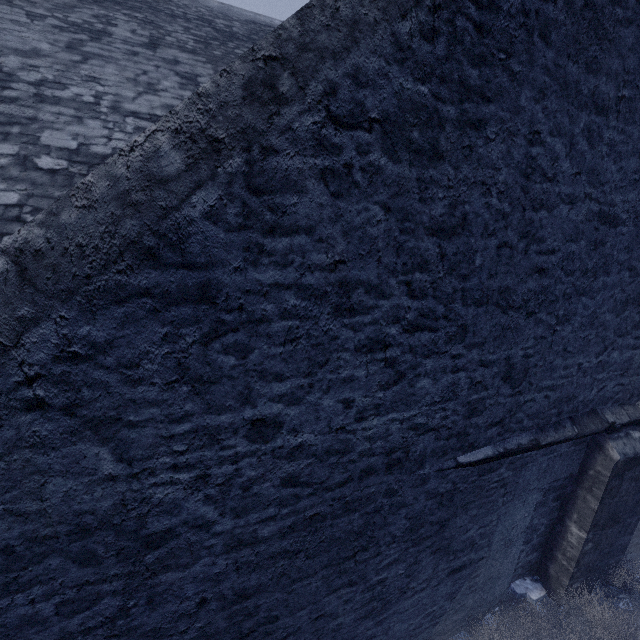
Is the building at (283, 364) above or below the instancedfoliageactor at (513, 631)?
above

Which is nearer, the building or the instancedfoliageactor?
the building

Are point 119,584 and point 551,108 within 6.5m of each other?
yes

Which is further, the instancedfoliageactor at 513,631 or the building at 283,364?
the instancedfoliageactor at 513,631

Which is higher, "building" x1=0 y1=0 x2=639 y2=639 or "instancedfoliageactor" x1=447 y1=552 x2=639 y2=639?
"building" x1=0 y1=0 x2=639 y2=639
